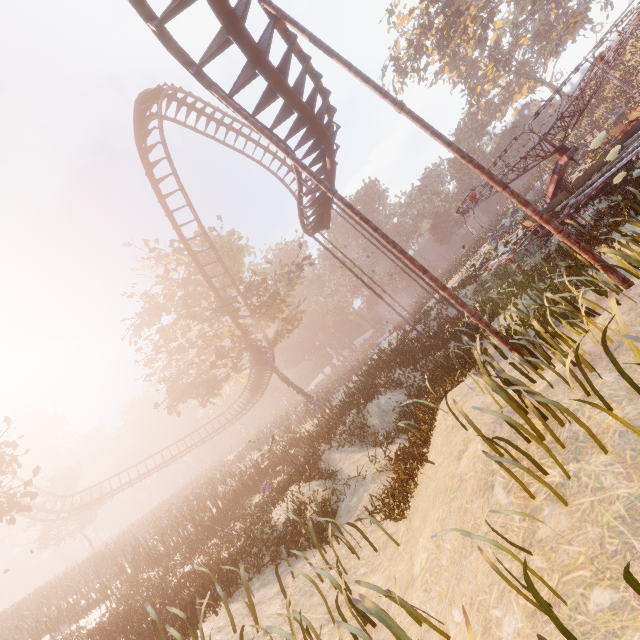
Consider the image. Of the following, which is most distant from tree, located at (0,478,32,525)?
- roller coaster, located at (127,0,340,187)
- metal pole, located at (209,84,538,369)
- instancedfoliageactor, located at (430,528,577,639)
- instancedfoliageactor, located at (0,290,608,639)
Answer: instancedfoliageactor, located at (430,528,577,639)

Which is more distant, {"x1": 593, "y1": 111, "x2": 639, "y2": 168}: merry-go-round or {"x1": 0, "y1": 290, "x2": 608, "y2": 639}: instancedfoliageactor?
{"x1": 593, "y1": 111, "x2": 639, "y2": 168}: merry-go-round

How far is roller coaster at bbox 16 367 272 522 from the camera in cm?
2914

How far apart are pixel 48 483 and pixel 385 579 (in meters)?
74.99

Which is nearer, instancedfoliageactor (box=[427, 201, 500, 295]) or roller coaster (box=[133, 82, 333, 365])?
roller coaster (box=[133, 82, 333, 365])

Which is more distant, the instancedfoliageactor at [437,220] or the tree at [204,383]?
the tree at [204,383]

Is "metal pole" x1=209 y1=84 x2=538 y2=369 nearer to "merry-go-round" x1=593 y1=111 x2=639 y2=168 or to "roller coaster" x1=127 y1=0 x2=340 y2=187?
"roller coaster" x1=127 y1=0 x2=340 y2=187

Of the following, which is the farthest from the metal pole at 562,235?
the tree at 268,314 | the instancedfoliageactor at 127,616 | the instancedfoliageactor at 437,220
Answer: the instancedfoliageactor at 437,220
